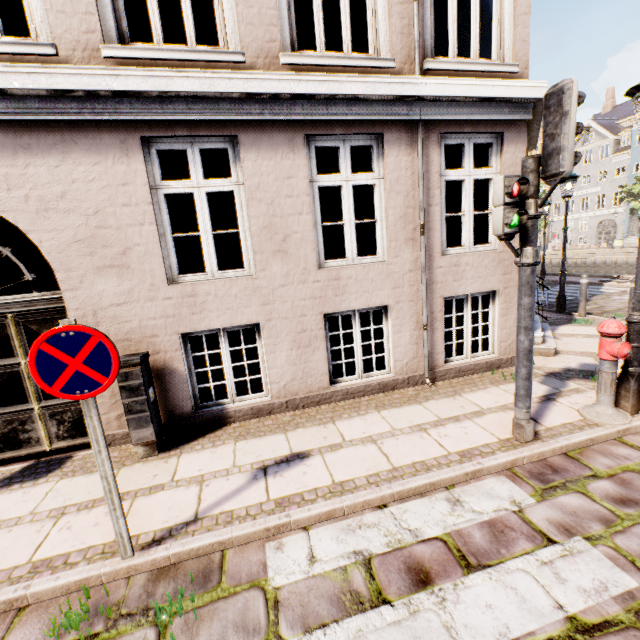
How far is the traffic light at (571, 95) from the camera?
2.6 meters

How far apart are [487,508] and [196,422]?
3.6m

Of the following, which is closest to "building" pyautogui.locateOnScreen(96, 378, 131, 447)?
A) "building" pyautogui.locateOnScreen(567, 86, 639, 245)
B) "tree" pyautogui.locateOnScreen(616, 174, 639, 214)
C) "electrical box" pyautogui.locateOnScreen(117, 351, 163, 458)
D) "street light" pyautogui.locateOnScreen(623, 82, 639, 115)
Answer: "electrical box" pyautogui.locateOnScreen(117, 351, 163, 458)

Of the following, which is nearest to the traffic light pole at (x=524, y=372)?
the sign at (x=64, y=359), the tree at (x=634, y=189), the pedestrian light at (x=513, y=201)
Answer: the pedestrian light at (x=513, y=201)

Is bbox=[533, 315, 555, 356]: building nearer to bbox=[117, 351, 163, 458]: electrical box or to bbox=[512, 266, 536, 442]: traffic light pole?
bbox=[117, 351, 163, 458]: electrical box

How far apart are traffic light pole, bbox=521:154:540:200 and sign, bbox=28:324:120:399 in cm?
382

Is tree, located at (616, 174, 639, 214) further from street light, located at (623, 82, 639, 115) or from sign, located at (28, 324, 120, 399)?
sign, located at (28, 324, 120, 399)

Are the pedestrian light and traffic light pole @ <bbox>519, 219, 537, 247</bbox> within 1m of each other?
yes
